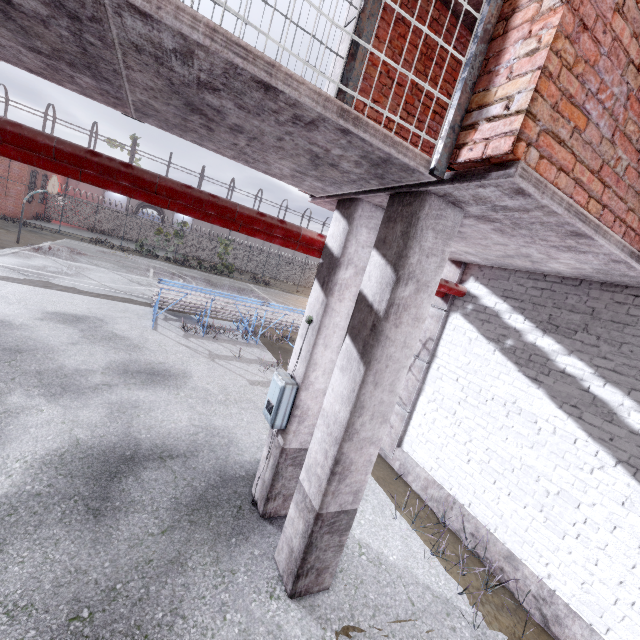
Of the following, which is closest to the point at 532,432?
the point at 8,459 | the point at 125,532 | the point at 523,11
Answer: the point at 523,11

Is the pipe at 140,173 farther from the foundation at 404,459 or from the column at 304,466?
the foundation at 404,459

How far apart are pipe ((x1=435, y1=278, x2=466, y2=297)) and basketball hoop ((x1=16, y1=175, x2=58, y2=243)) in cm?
1646

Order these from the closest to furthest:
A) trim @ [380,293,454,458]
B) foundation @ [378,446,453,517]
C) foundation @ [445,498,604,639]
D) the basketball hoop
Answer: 1. foundation @ [445,498,604,639]
2. foundation @ [378,446,453,517]
3. trim @ [380,293,454,458]
4. the basketball hoop

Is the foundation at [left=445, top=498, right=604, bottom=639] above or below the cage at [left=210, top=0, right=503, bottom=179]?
below

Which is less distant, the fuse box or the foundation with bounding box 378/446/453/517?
the fuse box

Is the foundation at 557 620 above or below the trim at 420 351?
below

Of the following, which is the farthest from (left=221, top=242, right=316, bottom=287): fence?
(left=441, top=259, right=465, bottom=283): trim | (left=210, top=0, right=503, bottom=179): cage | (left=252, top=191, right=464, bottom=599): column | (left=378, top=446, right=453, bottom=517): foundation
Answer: (left=210, top=0, right=503, bottom=179): cage
